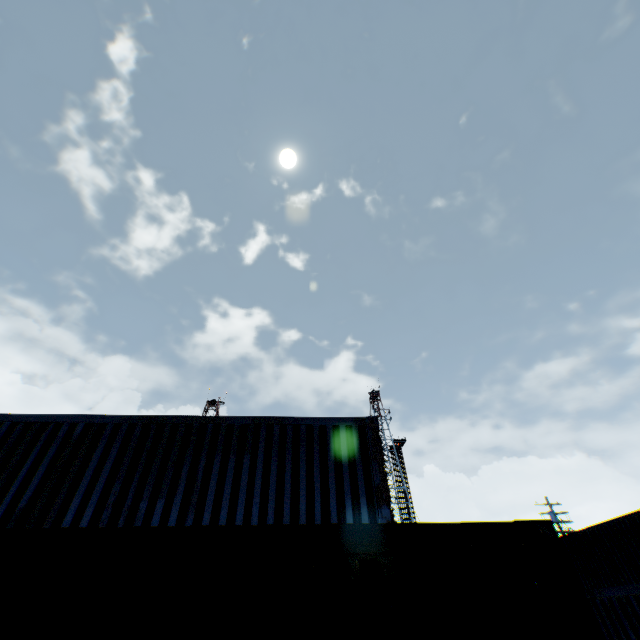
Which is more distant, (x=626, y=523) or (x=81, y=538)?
(x=626, y=523)
